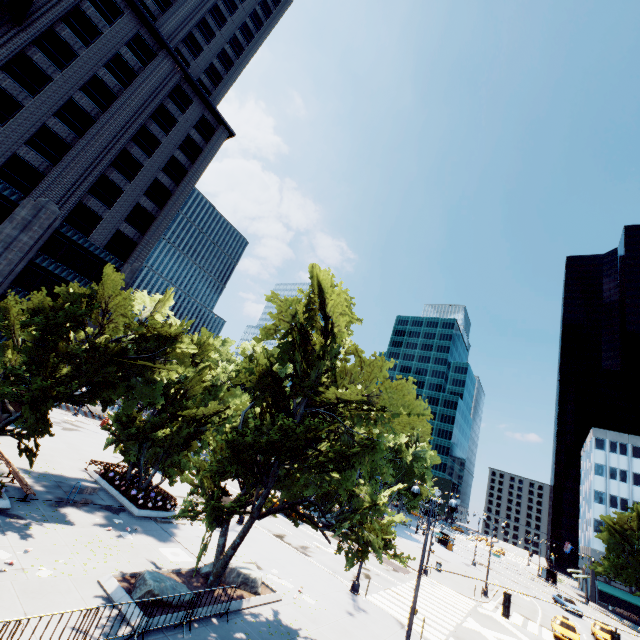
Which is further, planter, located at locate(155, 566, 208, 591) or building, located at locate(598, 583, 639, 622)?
building, located at locate(598, 583, 639, 622)

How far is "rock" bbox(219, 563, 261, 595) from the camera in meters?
15.0

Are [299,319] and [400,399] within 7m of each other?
yes

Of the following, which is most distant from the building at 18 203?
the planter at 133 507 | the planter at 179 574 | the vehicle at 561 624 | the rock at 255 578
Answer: the vehicle at 561 624

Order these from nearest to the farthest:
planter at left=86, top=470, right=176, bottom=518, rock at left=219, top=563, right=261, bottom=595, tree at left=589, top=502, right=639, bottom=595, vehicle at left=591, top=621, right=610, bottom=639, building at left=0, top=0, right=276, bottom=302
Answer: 1. rock at left=219, top=563, right=261, bottom=595
2. planter at left=86, top=470, right=176, bottom=518
3. building at left=0, top=0, right=276, bottom=302
4. vehicle at left=591, top=621, right=610, bottom=639
5. tree at left=589, top=502, right=639, bottom=595

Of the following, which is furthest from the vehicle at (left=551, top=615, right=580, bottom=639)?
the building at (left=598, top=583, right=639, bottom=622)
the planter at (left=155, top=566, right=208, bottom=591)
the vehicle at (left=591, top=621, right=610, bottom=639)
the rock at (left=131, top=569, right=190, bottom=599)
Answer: the rock at (left=131, top=569, right=190, bottom=599)

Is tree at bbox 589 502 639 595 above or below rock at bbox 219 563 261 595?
above

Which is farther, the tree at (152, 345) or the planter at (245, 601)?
the planter at (245, 601)
